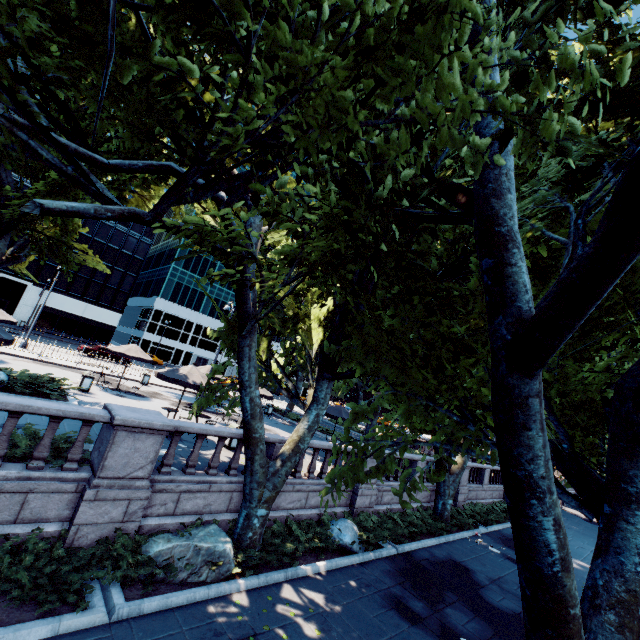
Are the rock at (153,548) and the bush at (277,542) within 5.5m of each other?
yes

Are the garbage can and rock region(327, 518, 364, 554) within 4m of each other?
no

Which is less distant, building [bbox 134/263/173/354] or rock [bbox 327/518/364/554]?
rock [bbox 327/518/364/554]

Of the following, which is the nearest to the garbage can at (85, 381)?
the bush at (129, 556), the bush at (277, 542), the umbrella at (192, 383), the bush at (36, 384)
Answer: the bush at (36, 384)

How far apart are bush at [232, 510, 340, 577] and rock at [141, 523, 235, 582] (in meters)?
1.91

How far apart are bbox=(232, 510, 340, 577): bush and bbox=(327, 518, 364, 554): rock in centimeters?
92cm

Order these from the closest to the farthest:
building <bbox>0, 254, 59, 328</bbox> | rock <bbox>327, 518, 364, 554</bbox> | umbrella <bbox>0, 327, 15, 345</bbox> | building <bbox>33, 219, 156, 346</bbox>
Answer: umbrella <bbox>0, 327, 15, 345</bbox>, rock <bbox>327, 518, 364, 554</bbox>, building <bbox>0, 254, 59, 328</bbox>, building <bbox>33, 219, 156, 346</bbox>

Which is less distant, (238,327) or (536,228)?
(536,228)
